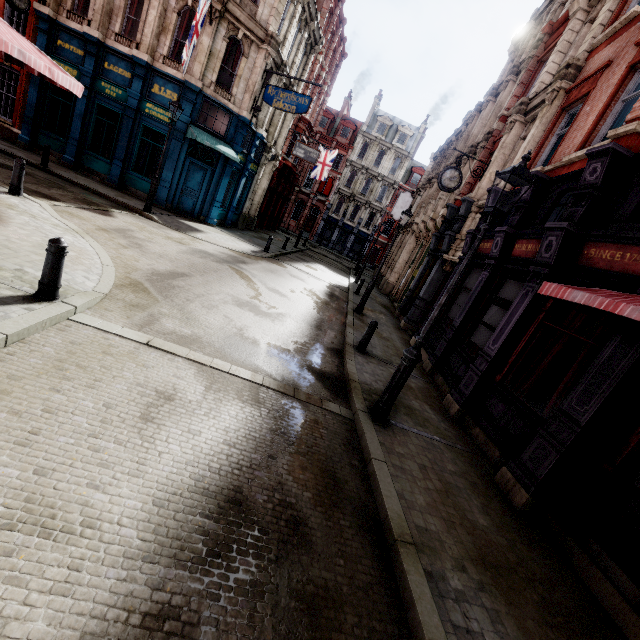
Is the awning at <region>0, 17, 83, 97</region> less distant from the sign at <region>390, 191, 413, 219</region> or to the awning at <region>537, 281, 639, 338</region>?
the awning at <region>537, 281, 639, 338</region>

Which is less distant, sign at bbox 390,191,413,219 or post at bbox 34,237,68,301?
post at bbox 34,237,68,301

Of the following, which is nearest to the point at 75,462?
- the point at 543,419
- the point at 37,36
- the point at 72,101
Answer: the point at 543,419

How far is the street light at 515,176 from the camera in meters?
4.7 m

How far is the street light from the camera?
4.7m

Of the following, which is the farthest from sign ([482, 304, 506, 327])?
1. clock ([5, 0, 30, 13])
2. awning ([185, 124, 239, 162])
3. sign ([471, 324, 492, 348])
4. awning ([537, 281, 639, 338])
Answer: clock ([5, 0, 30, 13])

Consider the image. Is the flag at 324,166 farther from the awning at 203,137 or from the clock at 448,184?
the clock at 448,184

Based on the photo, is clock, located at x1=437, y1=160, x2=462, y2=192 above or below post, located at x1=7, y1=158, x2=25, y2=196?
above
